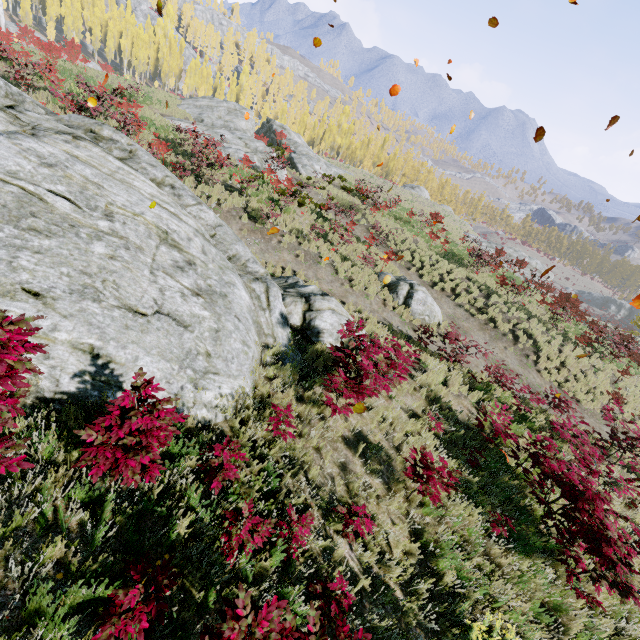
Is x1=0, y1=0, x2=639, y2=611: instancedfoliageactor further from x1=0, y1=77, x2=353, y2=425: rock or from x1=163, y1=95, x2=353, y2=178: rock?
x1=163, y1=95, x2=353, y2=178: rock

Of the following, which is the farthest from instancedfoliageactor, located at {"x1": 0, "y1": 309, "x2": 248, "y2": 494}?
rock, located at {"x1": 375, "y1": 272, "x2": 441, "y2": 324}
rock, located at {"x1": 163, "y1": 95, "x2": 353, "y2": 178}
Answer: rock, located at {"x1": 163, "y1": 95, "x2": 353, "y2": 178}

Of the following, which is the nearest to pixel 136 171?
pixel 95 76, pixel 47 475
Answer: pixel 47 475

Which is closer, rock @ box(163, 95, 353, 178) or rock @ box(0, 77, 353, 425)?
rock @ box(0, 77, 353, 425)

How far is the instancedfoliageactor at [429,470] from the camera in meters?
5.4

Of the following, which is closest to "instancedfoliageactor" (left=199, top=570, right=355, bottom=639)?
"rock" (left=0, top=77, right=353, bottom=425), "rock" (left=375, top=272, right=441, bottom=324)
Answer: "rock" (left=0, top=77, right=353, bottom=425)

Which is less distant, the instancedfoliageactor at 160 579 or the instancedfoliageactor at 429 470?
the instancedfoliageactor at 160 579

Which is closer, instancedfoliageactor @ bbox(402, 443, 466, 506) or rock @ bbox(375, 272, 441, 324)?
instancedfoliageactor @ bbox(402, 443, 466, 506)
